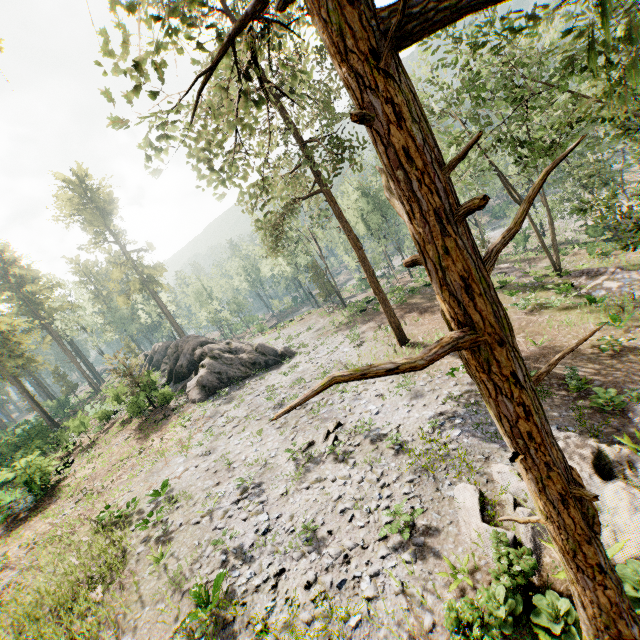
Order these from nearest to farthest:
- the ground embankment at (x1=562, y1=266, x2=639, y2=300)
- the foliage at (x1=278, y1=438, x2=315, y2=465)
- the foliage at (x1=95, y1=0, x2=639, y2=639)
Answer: the foliage at (x1=95, y1=0, x2=639, y2=639) → the foliage at (x1=278, y1=438, x2=315, y2=465) → the ground embankment at (x1=562, y1=266, x2=639, y2=300)

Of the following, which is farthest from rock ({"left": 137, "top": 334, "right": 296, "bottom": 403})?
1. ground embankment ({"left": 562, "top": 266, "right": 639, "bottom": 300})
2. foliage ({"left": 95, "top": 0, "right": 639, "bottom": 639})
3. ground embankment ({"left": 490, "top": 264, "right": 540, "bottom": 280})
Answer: ground embankment ({"left": 562, "top": 266, "right": 639, "bottom": 300})

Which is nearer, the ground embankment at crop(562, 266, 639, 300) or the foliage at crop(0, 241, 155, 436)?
the ground embankment at crop(562, 266, 639, 300)

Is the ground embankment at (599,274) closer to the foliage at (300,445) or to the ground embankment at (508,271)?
the foliage at (300,445)

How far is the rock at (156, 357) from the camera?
26.9m

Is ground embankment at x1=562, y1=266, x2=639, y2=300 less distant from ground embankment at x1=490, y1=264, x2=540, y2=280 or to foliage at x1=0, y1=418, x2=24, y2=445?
foliage at x1=0, y1=418, x2=24, y2=445

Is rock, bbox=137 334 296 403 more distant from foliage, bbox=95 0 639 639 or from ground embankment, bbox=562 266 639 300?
ground embankment, bbox=562 266 639 300

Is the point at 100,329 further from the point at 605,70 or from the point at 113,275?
the point at 605,70
